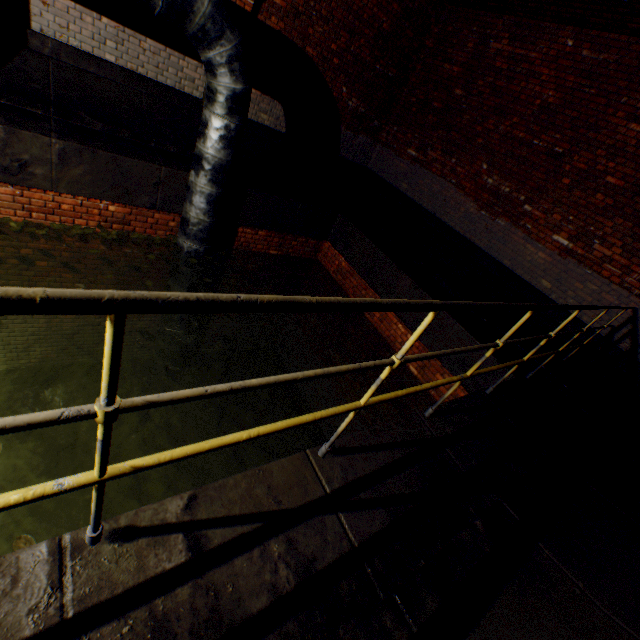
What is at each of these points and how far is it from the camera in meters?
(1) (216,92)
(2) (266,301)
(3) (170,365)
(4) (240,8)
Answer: (1) pipe, 4.2
(2) railing, 0.9
(3) pipe, 7.1
(4) support arch, 5.5

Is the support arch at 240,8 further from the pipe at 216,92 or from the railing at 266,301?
the railing at 266,301

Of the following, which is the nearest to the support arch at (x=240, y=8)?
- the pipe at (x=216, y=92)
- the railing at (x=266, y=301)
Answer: the pipe at (x=216, y=92)

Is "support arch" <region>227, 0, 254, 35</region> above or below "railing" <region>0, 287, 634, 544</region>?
above

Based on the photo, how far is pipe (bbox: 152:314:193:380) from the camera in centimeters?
638cm

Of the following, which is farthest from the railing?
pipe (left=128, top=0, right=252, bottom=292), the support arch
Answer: the support arch

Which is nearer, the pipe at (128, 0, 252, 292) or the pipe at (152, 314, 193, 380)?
the pipe at (128, 0, 252, 292)

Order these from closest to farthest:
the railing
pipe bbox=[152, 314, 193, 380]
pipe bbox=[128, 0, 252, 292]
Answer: the railing < pipe bbox=[128, 0, 252, 292] < pipe bbox=[152, 314, 193, 380]
